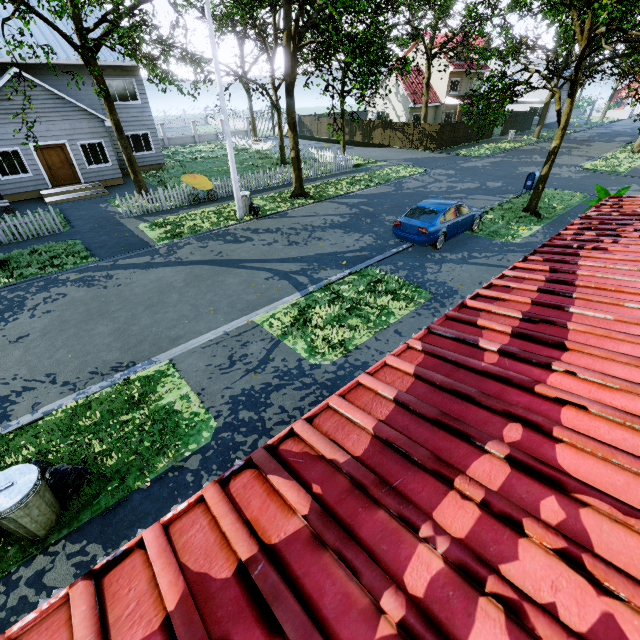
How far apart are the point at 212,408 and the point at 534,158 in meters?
32.6

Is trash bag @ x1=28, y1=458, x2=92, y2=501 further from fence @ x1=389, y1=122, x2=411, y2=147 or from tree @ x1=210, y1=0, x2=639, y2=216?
tree @ x1=210, y1=0, x2=639, y2=216

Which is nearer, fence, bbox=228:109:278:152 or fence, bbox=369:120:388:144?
fence, bbox=228:109:278:152

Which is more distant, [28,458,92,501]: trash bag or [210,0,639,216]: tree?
[210,0,639,216]: tree

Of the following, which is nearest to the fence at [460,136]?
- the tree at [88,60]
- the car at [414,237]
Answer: the tree at [88,60]

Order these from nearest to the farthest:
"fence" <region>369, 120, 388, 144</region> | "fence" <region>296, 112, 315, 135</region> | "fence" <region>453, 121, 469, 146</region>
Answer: "fence" <region>453, 121, 469, 146</region> < "fence" <region>369, 120, 388, 144</region> < "fence" <region>296, 112, 315, 135</region>

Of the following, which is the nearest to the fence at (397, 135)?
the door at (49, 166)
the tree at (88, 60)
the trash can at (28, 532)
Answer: the tree at (88, 60)
